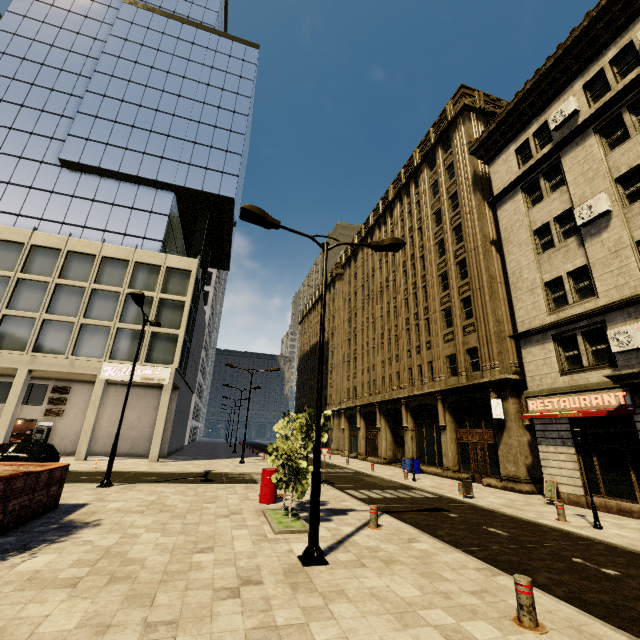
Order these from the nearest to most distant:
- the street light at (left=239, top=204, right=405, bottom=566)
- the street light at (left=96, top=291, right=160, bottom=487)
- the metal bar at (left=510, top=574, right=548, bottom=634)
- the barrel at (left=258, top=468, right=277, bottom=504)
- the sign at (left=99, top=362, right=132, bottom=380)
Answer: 1. the metal bar at (left=510, top=574, right=548, bottom=634)
2. the street light at (left=239, top=204, right=405, bottom=566)
3. the barrel at (left=258, top=468, right=277, bottom=504)
4. the street light at (left=96, top=291, right=160, bottom=487)
5. the sign at (left=99, top=362, right=132, bottom=380)

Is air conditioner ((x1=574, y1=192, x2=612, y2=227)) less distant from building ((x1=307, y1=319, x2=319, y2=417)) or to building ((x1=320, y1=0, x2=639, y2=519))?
building ((x1=320, y1=0, x2=639, y2=519))

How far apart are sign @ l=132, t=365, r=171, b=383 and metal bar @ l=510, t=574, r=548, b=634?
25.3 meters

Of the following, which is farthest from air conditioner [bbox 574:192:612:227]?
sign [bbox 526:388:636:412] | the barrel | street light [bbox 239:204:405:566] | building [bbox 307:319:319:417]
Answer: building [bbox 307:319:319:417]

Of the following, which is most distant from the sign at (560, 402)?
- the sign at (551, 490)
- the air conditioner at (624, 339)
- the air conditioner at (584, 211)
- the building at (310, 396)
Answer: the building at (310, 396)

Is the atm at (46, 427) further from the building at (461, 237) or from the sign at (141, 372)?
the sign at (141, 372)

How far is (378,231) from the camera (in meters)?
38.78

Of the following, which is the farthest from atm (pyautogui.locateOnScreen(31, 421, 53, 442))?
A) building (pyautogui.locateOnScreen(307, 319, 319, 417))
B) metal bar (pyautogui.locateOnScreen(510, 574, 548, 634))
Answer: building (pyautogui.locateOnScreen(307, 319, 319, 417))
